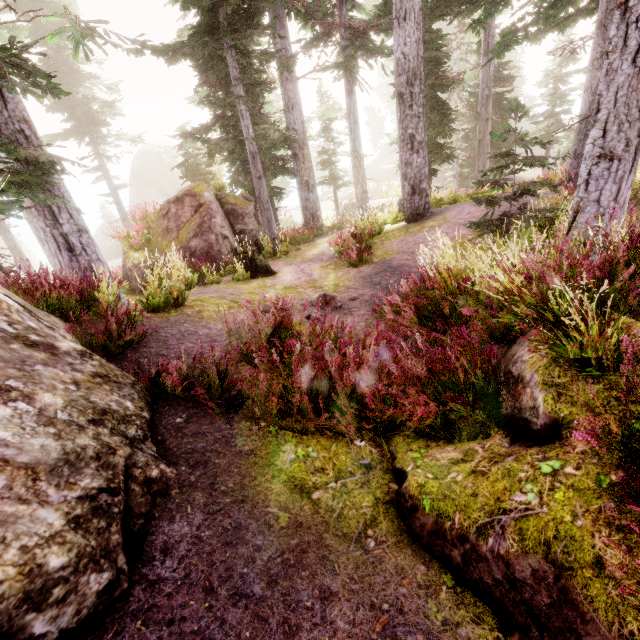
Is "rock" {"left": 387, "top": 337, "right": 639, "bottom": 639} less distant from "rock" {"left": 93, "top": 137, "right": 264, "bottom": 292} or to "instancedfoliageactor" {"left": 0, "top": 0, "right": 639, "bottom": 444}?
"instancedfoliageactor" {"left": 0, "top": 0, "right": 639, "bottom": 444}

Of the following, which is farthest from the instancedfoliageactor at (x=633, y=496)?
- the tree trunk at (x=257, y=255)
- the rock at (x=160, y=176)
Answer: the tree trunk at (x=257, y=255)

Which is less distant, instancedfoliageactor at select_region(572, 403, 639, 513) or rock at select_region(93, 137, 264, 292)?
instancedfoliageactor at select_region(572, 403, 639, 513)

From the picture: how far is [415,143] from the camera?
11.1 meters

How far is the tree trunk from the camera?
10.0m

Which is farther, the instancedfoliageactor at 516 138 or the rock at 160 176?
the rock at 160 176

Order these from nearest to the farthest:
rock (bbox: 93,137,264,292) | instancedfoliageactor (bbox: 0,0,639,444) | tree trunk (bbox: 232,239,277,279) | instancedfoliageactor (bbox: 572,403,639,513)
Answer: instancedfoliageactor (bbox: 572,403,639,513)
instancedfoliageactor (bbox: 0,0,639,444)
tree trunk (bbox: 232,239,277,279)
rock (bbox: 93,137,264,292)

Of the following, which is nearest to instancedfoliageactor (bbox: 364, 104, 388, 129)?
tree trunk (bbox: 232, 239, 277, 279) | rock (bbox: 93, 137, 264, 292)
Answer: rock (bbox: 93, 137, 264, 292)
